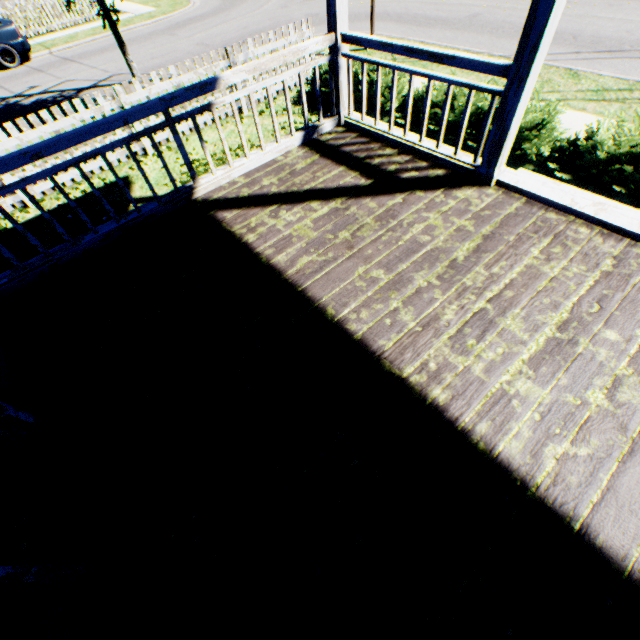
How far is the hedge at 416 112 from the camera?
6.0 meters

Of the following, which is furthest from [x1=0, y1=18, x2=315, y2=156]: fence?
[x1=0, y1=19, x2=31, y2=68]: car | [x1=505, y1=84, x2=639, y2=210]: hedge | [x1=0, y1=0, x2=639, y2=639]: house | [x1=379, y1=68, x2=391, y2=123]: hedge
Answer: [x1=0, y1=19, x2=31, y2=68]: car

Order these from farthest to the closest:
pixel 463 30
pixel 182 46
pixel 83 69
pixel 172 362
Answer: pixel 182 46, pixel 83 69, pixel 463 30, pixel 172 362

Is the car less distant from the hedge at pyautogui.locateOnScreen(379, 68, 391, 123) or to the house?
the hedge at pyautogui.locateOnScreen(379, 68, 391, 123)

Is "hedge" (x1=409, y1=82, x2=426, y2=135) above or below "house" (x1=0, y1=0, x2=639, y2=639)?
below

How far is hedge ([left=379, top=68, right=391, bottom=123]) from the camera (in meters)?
6.40

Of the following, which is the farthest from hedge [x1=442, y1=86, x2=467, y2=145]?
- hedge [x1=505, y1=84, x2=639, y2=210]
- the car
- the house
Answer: the car
